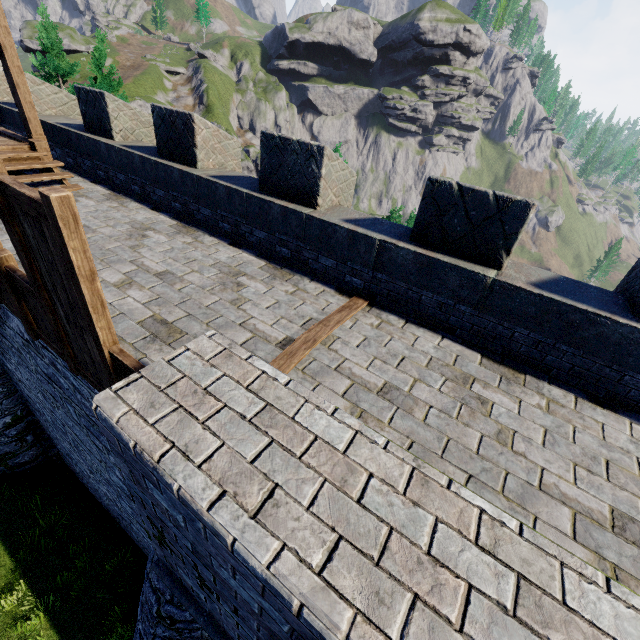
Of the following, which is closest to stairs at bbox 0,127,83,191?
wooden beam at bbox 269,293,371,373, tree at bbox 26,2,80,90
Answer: wooden beam at bbox 269,293,371,373

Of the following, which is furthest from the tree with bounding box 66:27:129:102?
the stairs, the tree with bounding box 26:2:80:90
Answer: the stairs

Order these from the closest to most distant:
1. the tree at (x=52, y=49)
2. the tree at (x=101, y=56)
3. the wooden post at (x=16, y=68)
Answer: the wooden post at (x=16, y=68) < the tree at (x=101, y=56) < the tree at (x=52, y=49)

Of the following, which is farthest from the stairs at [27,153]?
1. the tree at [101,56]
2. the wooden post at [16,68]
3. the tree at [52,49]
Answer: the tree at [52,49]

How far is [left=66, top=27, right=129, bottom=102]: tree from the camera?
19.7m

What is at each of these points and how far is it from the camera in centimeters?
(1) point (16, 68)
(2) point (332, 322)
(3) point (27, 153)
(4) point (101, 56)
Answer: (1) wooden post, 698cm
(2) wooden beam, 459cm
(3) stairs, 741cm
(4) tree, 1995cm

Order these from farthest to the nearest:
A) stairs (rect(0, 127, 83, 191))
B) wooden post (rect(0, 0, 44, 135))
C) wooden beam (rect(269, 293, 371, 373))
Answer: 1. stairs (rect(0, 127, 83, 191))
2. wooden post (rect(0, 0, 44, 135))
3. wooden beam (rect(269, 293, 371, 373))

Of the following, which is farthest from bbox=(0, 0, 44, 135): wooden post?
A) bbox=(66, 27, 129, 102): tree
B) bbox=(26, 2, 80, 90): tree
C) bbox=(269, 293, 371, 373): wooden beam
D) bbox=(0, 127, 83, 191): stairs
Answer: bbox=(26, 2, 80, 90): tree
